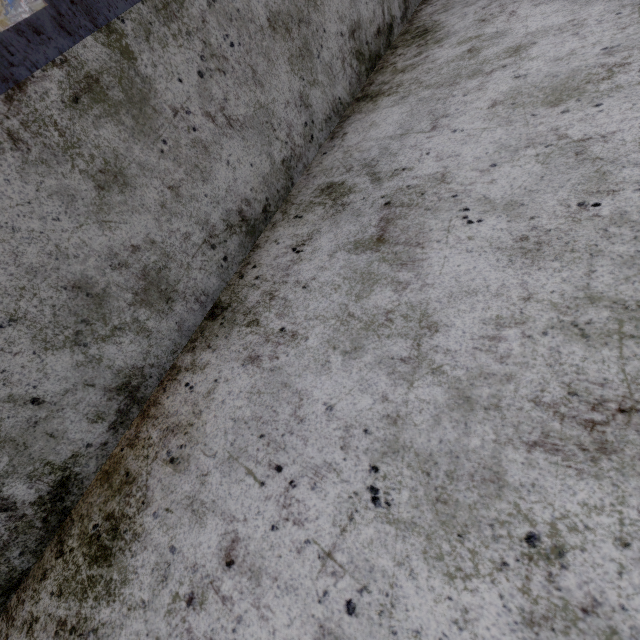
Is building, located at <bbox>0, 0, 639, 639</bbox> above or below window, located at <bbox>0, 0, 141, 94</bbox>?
below

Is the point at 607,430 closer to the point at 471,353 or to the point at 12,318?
the point at 471,353

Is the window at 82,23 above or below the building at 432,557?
above
